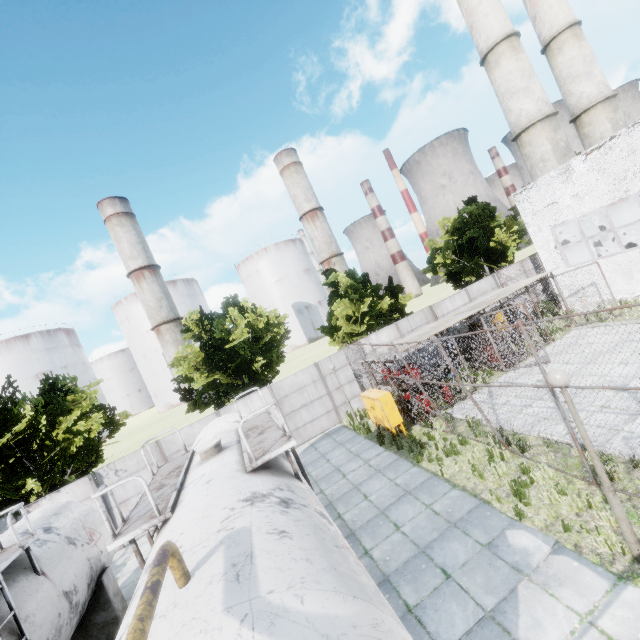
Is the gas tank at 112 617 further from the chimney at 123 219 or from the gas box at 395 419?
the chimney at 123 219

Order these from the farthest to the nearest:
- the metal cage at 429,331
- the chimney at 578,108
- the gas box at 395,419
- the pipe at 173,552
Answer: the chimney at 578,108 → the metal cage at 429,331 → the gas box at 395,419 → the pipe at 173,552

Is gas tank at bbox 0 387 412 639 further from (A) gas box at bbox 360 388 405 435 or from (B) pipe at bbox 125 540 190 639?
(A) gas box at bbox 360 388 405 435

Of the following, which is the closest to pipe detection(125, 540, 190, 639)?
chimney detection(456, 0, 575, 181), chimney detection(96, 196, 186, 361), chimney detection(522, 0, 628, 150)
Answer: chimney detection(456, 0, 575, 181)

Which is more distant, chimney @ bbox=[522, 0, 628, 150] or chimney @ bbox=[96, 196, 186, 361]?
chimney @ bbox=[96, 196, 186, 361]

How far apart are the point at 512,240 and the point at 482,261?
3.4 meters

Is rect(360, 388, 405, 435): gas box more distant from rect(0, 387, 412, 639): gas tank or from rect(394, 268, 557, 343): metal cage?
rect(394, 268, 557, 343): metal cage

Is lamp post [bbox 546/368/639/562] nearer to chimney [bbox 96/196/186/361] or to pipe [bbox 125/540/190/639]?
pipe [bbox 125/540/190/639]
